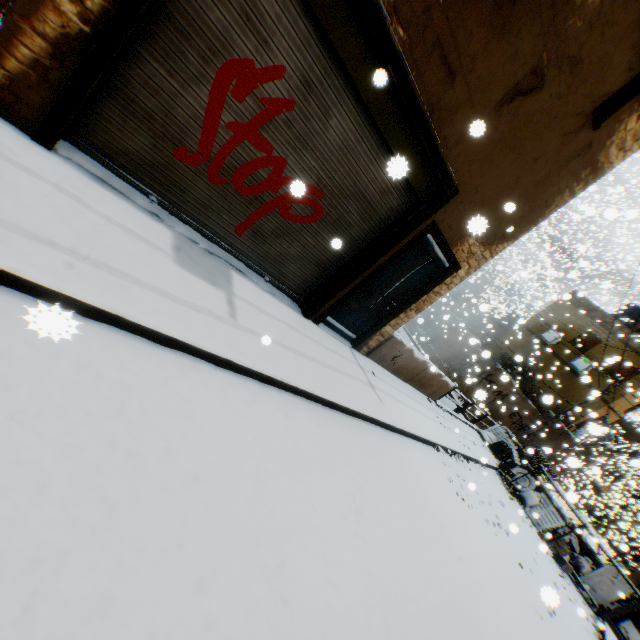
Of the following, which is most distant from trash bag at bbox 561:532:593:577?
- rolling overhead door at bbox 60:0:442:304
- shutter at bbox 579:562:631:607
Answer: rolling overhead door at bbox 60:0:442:304

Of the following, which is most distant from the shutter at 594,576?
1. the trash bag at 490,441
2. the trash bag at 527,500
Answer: the trash bag at 490,441

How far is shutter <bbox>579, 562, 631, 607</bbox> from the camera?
10.90m

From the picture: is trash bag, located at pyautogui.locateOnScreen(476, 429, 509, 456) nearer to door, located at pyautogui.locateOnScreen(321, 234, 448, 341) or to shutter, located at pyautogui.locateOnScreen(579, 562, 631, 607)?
shutter, located at pyautogui.locateOnScreen(579, 562, 631, 607)

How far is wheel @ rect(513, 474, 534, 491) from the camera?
12.9m

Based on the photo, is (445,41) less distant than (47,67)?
No

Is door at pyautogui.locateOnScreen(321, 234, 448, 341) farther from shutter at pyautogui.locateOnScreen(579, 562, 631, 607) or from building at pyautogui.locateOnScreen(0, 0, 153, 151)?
shutter at pyautogui.locateOnScreen(579, 562, 631, 607)

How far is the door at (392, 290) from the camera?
6.1 meters
